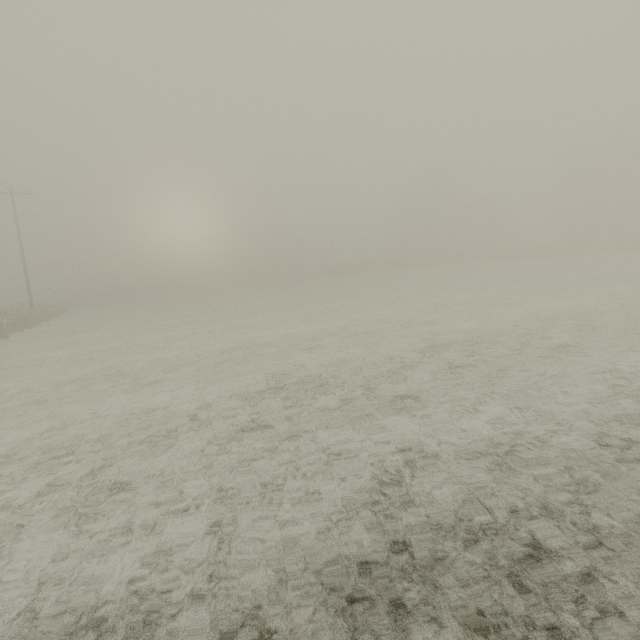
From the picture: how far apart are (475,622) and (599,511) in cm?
199
